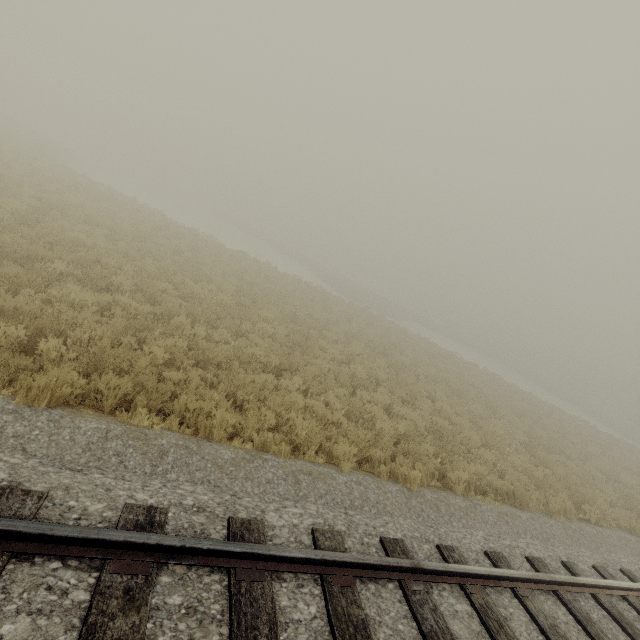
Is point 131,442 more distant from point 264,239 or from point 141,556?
point 264,239
